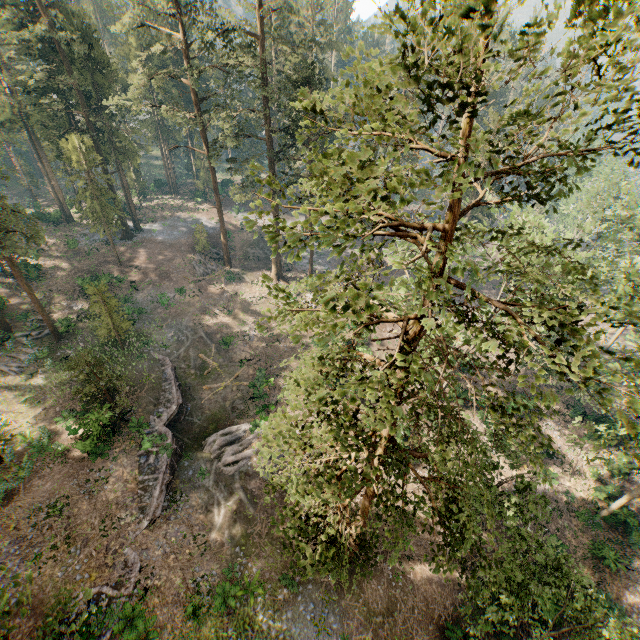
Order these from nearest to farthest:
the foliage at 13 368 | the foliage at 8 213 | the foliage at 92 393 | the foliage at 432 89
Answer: the foliage at 432 89
the foliage at 92 393
the foliage at 8 213
the foliage at 13 368

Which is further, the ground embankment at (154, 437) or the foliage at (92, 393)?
the foliage at (92, 393)

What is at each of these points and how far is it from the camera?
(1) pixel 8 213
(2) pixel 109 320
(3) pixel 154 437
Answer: (1) foliage, 26.27m
(2) foliage, 30.08m
(3) ground embankment, 24.45m

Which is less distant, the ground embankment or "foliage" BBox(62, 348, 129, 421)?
the ground embankment

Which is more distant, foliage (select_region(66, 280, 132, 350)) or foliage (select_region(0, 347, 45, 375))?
foliage (select_region(0, 347, 45, 375))

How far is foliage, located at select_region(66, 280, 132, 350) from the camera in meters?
28.4 m
